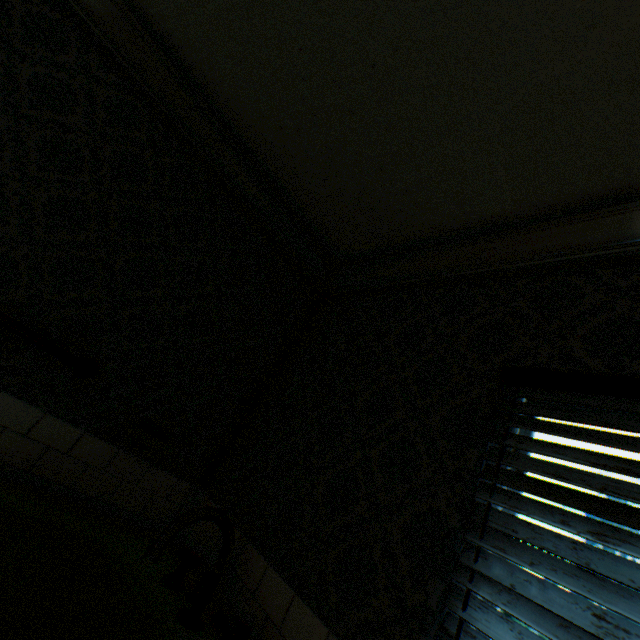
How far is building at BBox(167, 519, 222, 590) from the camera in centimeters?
171cm

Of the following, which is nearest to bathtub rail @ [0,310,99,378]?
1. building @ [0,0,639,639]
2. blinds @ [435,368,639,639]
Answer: building @ [0,0,639,639]

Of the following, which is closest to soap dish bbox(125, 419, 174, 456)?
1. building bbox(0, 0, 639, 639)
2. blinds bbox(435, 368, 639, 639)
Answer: building bbox(0, 0, 639, 639)

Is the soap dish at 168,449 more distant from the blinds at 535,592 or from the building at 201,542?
the blinds at 535,592

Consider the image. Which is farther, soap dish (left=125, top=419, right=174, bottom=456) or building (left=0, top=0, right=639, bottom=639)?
soap dish (left=125, top=419, right=174, bottom=456)

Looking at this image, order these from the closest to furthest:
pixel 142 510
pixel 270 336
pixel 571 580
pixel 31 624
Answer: pixel 571 580 → pixel 31 624 → pixel 142 510 → pixel 270 336
